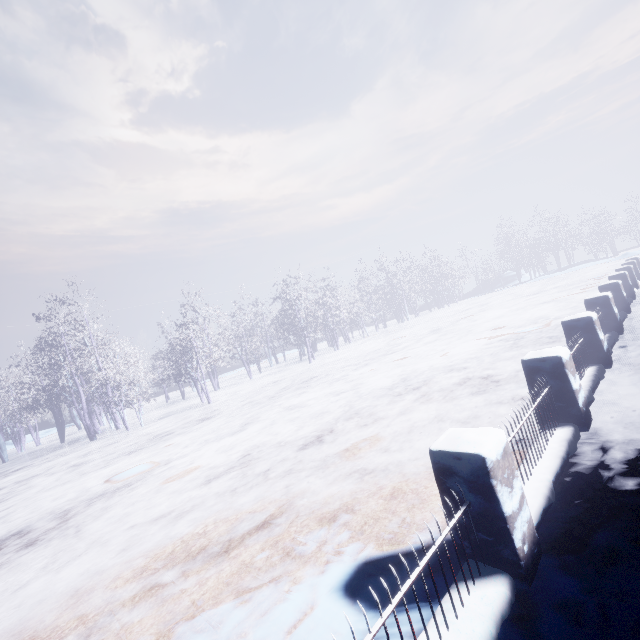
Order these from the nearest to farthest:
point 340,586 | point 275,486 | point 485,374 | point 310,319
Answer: point 340,586 < point 275,486 < point 485,374 < point 310,319
